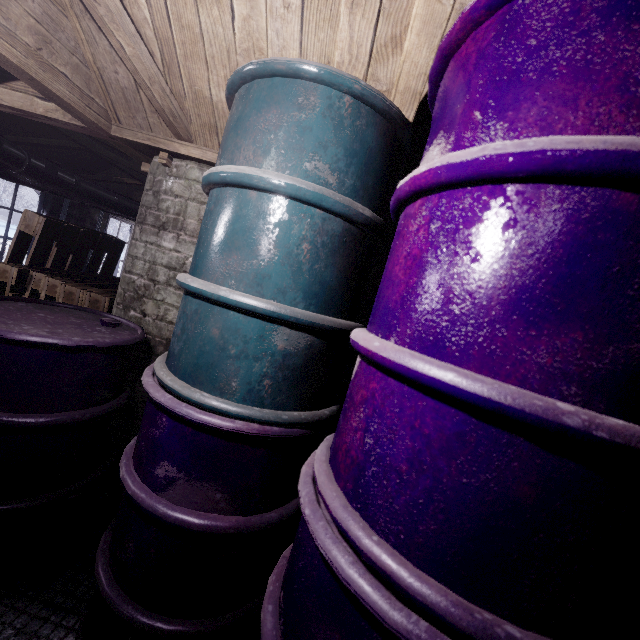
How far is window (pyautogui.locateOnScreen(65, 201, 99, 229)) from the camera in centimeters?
530cm

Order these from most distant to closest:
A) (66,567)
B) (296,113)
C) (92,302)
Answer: (92,302)
(66,567)
(296,113)

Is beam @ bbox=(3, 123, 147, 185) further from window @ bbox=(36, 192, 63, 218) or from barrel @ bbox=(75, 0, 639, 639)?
barrel @ bbox=(75, 0, 639, 639)

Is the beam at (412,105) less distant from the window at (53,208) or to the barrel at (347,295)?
the barrel at (347,295)

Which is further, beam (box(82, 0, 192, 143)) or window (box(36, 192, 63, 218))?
window (box(36, 192, 63, 218))

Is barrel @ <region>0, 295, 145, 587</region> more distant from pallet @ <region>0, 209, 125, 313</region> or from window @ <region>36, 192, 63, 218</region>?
window @ <region>36, 192, 63, 218</region>

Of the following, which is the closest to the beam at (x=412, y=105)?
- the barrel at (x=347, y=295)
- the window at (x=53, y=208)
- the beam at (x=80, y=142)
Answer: the barrel at (x=347, y=295)
